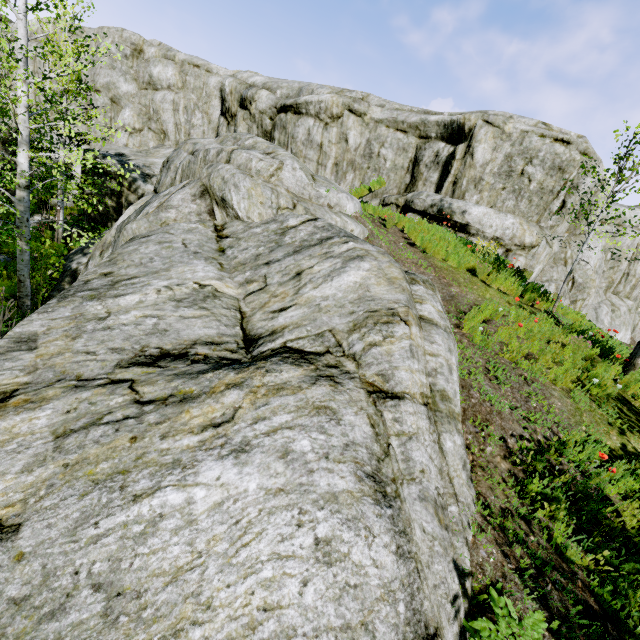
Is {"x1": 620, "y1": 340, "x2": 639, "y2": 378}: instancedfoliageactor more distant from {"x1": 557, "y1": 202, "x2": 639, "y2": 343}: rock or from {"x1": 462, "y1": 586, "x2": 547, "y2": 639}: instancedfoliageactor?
{"x1": 462, "y1": 586, "x2": 547, "y2": 639}: instancedfoliageactor

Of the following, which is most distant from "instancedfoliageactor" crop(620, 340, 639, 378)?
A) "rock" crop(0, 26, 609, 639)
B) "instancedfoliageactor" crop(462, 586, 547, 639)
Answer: "instancedfoliageactor" crop(462, 586, 547, 639)

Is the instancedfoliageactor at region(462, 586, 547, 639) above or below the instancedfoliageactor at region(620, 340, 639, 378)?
below

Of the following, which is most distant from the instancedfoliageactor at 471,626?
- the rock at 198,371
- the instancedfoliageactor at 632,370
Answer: the instancedfoliageactor at 632,370

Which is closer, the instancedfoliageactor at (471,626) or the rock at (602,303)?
the instancedfoliageactor at (471,626)

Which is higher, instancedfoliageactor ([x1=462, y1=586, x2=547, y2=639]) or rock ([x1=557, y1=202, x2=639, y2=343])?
rock ([x1=557, y1=202, x2=639, y2=343])

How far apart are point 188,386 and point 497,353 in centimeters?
547cm
